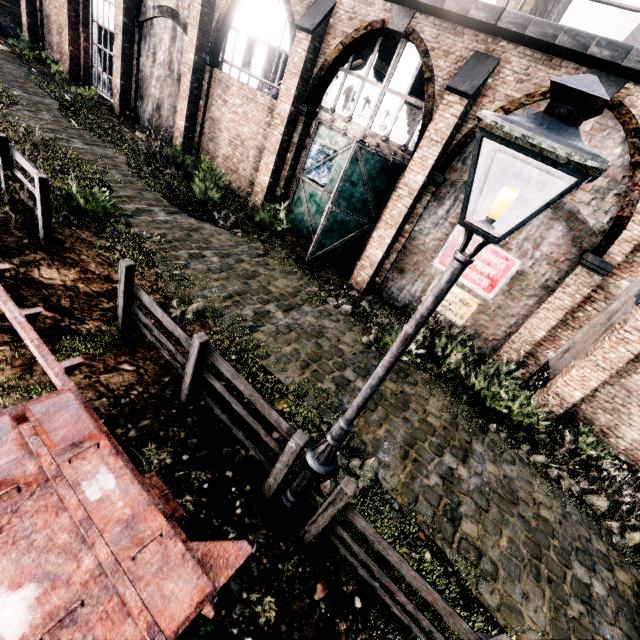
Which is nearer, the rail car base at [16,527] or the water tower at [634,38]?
the rail car base at [16,527]

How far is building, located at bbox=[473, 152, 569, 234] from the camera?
9.0 meters

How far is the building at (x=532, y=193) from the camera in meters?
9.0

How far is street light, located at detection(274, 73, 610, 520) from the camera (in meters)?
1.88

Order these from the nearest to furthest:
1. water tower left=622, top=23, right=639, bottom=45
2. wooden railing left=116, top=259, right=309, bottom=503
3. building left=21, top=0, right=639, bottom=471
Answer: wooden railing left=116, top=259, right=309, bottom=503 → building left=21, top=0, right=639, bottom=471 → water tower left=622, top=23, right=639, bottom=45

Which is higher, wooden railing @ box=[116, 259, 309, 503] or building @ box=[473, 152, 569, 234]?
building @ box=[473, 152, 569, 234]

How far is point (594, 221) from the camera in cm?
858

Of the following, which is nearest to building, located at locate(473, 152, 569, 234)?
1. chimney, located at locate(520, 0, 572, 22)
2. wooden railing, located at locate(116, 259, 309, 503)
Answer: chimney, located at locate(520, 0, 572, 22)
